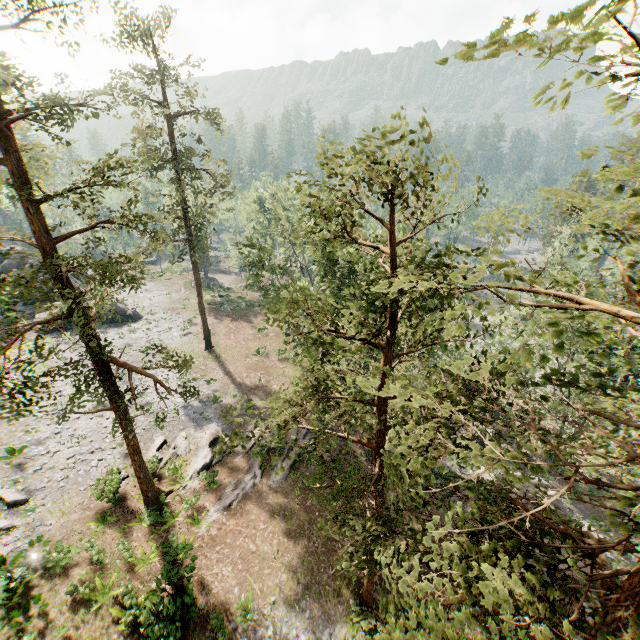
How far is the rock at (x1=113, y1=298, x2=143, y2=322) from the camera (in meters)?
40.50

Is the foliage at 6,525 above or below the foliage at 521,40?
below

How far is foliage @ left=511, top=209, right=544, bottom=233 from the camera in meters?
4.2

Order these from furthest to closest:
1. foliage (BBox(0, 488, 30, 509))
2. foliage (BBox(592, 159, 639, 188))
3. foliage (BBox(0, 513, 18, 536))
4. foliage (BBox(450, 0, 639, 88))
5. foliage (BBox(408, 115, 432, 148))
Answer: foliage (BBox(0, 488, 30, 509))
foliage (BBox(0, 513, 18, 536))
foliage (BBox(408, 115, 432, 148))
foliage (BBox(592, 159, 639, 188))
foliage (BBox(450, 0, 639, 88))

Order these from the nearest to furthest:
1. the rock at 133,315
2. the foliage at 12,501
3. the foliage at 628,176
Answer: the foliage at 628,176, the foliage at 12,501, the rock at 133,315

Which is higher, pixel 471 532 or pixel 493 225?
pixel 493 225
